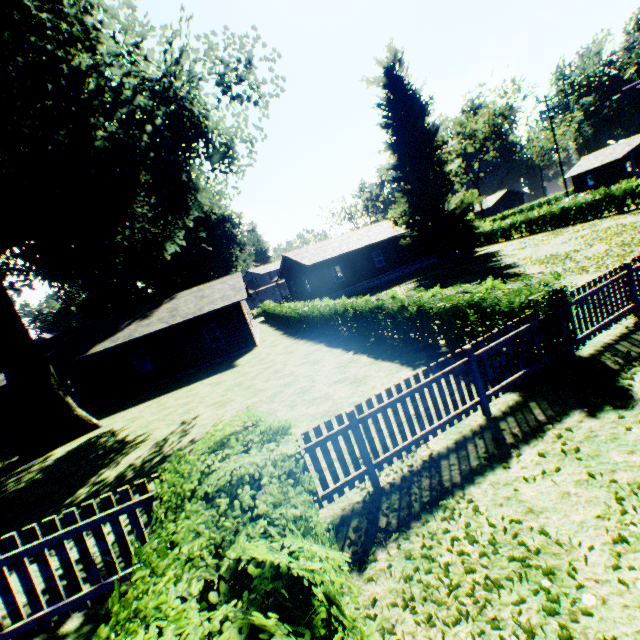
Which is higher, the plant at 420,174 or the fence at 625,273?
the plant at 420,174

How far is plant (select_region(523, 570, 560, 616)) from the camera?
2.8m

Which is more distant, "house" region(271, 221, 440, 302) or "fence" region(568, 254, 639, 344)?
"house" region(271, 221, 440, 302)

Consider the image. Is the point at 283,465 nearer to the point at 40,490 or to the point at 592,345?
the point at 592,345

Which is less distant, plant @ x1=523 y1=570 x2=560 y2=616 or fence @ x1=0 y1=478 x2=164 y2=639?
plant @ x1=523 y1=570 x2=560 y2=616

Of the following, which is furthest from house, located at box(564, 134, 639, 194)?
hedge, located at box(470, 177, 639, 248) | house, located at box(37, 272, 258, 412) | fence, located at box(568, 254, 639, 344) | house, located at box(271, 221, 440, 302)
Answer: house, located at box(37, 272, 258, 412)

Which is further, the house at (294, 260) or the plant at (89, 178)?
the house at (294, 260)

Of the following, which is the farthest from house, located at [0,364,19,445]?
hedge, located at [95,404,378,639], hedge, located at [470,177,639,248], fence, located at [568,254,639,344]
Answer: hedge, located at [95,404,378,639]
